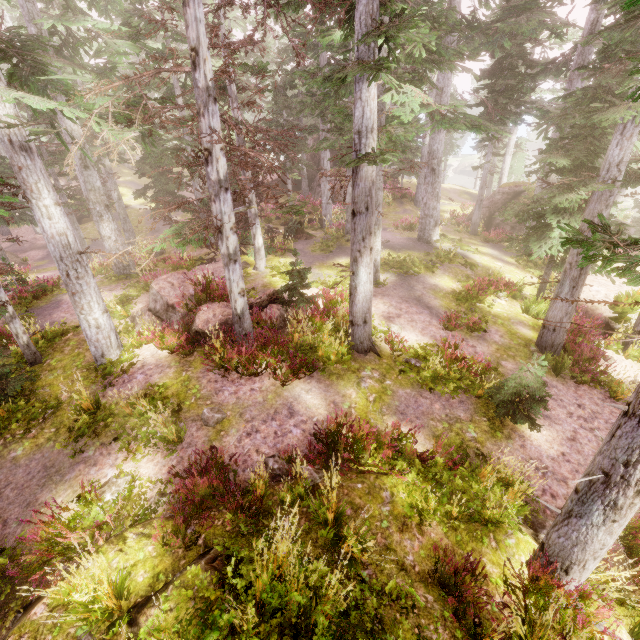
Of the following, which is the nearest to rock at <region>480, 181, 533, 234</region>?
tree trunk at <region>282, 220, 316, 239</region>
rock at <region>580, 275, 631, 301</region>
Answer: rock at <region>580, 275, 631, 301</region>

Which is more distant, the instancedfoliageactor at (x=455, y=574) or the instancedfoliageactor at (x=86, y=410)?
the instancedfoliageactor at (x=86, y=410)

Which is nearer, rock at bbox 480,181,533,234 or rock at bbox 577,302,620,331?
rock at bbox 577,302,620,331

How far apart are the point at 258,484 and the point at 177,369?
4.7 meters

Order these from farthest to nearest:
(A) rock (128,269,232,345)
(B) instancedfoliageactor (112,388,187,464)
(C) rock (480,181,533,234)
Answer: (C) rock (480,181,533,234), (A) rock (128,269,232,345), (B) instancedfoliageactor (112,388,187,464)

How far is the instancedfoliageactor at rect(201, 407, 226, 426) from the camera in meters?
7.3

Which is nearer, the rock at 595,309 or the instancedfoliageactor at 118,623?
the instancedfoliageactor at 118,623

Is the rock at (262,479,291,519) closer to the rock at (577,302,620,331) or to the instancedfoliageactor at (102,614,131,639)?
the instancedfoliageactor at (102,614,131,639)
